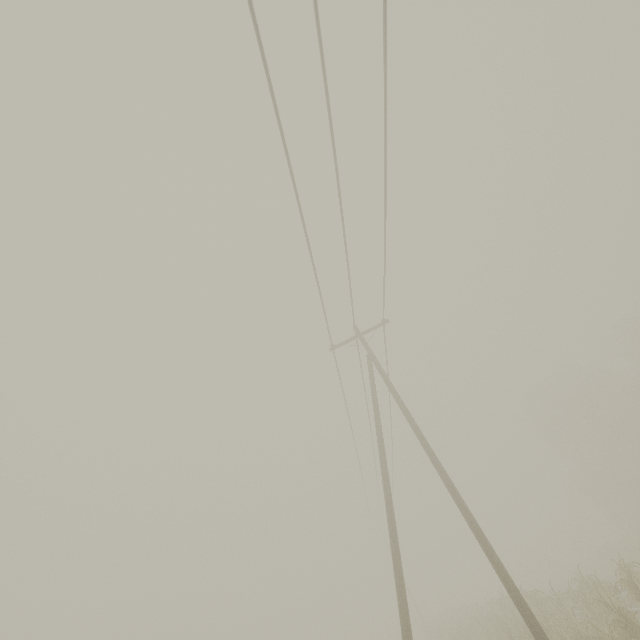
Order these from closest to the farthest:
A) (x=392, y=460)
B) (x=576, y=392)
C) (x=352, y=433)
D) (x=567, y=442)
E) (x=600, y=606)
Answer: (x=600, y=606) → (x=352, y=433) → (x=392, y=460) → (x=576, y=392) → (x=567, y=442)
